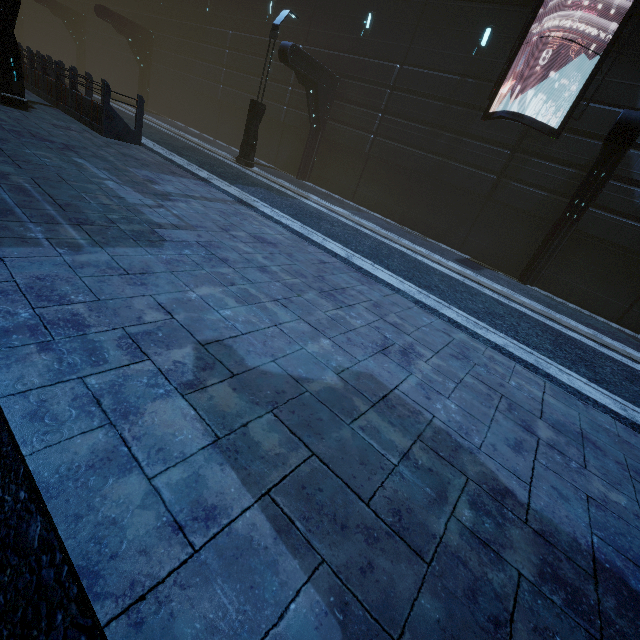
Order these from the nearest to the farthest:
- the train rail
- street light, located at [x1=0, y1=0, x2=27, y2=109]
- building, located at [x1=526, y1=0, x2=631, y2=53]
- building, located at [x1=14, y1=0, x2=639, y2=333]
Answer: the train rail → street light, located at [x1=0, y1=0, x2=27, y2=109] → building, located at [x1=526, y1=0, x2=631, y2=53] → building, located at [x1=14, y1=0, x2=639, y2=333]

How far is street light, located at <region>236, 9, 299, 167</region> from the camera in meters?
12.0 m

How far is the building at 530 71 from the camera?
10.7 meters

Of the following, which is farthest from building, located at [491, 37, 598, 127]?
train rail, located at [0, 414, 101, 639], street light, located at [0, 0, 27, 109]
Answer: street light, located at [0, 0, 27, 109]

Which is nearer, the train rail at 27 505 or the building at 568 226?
the train rail at 27 505

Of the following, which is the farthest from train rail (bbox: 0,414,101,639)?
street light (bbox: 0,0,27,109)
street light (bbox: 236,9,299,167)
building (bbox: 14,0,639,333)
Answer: street light (bbox: 236,9,299,167)

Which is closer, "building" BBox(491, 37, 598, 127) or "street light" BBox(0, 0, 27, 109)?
"street light" BBox(0, 0, 27, 109)

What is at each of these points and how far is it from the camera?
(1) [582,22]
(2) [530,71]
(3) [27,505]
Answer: (1) building, 10.47m
(2) building, 11.46m
(3) train rail, 1.44m
